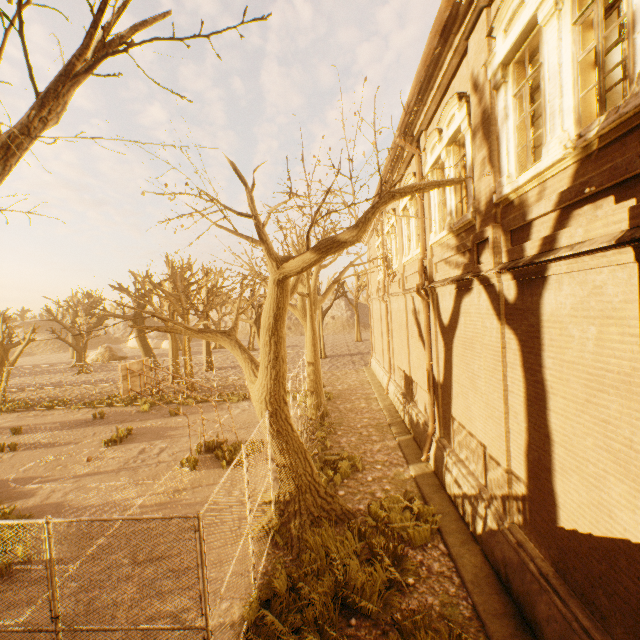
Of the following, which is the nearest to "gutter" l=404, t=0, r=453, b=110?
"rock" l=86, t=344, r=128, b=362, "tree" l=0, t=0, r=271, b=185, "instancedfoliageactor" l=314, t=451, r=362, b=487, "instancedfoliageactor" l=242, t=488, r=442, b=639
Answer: "tree" l=0, t=0, r=271, b=185

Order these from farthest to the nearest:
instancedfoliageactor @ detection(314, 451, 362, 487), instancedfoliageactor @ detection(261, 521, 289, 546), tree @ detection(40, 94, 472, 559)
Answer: instancedfoliageactor @ detection(314, 451, 362, 487) → instancedfoliageactor @ detection(261, 521, 289, 546) → tree @ detection(40, 94, 472, 559)

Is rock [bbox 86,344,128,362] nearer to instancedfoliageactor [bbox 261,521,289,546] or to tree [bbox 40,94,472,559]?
tree [bbox 40,94,472,559]

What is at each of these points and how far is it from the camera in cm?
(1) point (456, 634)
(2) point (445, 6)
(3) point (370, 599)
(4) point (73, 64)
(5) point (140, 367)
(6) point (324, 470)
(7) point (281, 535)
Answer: (1) instancedfoliageactor, 512
(2) gutter, 589
(3) instancedfoliageactor, 595
(4) tree, 266
(5) basketballbackboardstansion, 1255
(6) instancedfoliageactor, 1048
(7) instancedfoliageactor, 767

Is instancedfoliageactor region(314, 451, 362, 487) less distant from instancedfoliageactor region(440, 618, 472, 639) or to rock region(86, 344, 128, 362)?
instancedfoliageactor region(440, 618, 472, 639)

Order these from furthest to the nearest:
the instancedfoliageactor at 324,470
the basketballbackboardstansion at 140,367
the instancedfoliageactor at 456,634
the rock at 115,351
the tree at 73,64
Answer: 1. the rock at 115,351
2. the basketballbackboardstansion at 140,367
3. the instancedfoliageactor at 324,470
4. the instancedfoliageactor at 456,634
5. the tree at 73,64

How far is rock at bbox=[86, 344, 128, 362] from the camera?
44.5 meters

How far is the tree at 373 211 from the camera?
5.9 meters
